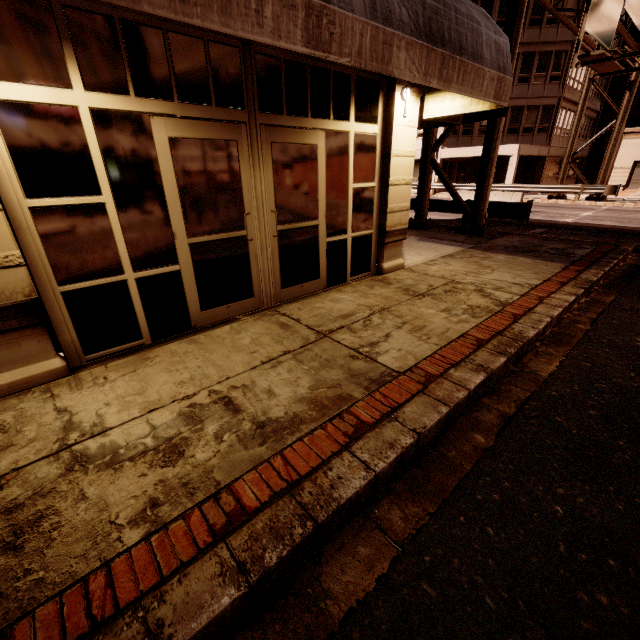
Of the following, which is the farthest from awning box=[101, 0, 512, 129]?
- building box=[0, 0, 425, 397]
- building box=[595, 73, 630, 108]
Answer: building box=[595, 73, 630, 108]

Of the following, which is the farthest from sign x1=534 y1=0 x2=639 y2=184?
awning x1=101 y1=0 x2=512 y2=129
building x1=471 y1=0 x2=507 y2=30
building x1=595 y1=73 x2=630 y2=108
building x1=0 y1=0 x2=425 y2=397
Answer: building x1=595 y1=73 x2=630 y2=108

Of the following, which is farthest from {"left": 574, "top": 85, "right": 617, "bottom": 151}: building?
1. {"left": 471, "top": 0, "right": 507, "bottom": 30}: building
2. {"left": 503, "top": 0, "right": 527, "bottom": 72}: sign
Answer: {"left": 503, "top": 0, "right": 527, "bottom": 72}: sign

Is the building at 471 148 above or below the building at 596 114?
below

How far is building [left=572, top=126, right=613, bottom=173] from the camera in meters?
35.8 m

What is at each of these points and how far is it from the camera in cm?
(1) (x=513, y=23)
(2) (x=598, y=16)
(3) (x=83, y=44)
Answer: (1) sign, 859
(2) sign, 1215
(3) building, 301

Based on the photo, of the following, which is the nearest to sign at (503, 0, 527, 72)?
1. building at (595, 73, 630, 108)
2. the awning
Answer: the awning

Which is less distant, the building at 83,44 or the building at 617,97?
the building at 83,44
